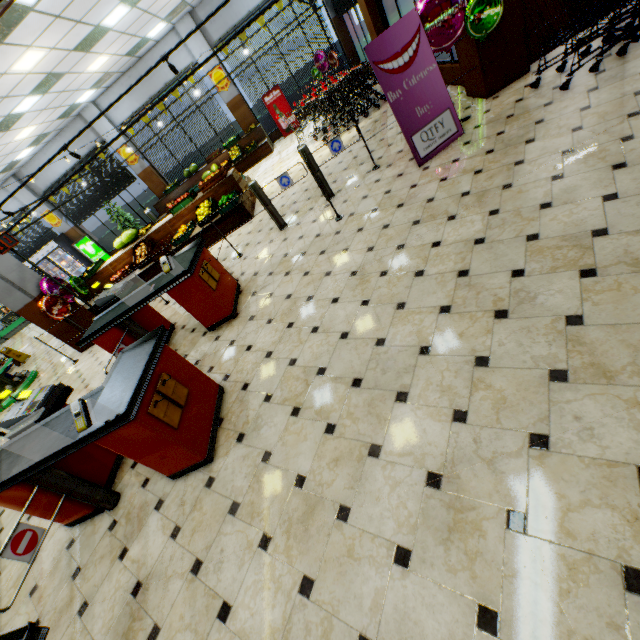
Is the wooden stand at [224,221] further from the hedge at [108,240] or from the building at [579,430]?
the hedge at [108,240]

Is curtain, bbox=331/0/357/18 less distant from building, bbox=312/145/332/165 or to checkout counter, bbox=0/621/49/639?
building, bbox=312/145/332/165

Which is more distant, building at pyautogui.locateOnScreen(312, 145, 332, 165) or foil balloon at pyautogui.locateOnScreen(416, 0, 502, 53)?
building at pyautogui.locateOnScreen(312, 145, 332, 165)

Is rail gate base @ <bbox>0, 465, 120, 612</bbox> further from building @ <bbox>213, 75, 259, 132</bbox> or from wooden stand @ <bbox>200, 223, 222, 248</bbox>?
wooden stand @ <bbox>200, 223, 222, 248</bbox>

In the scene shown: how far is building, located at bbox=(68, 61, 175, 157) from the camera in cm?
1262

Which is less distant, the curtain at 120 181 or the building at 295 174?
the building at 295 174

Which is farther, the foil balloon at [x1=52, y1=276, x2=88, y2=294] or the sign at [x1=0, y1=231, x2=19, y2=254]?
the foil balloon at [x1=52, y1=276, x2=88, y2=294]

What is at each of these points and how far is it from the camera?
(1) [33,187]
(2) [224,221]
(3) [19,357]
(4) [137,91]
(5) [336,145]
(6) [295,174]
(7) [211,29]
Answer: (1) building, 14.48m
(2) wooden stand, 7.90m
(3) floor stand, 11.00m
(4) building, 12.82m
(5) rail gate, 5.50m
(6) building, 8.60m
(7) building, 11.96m
